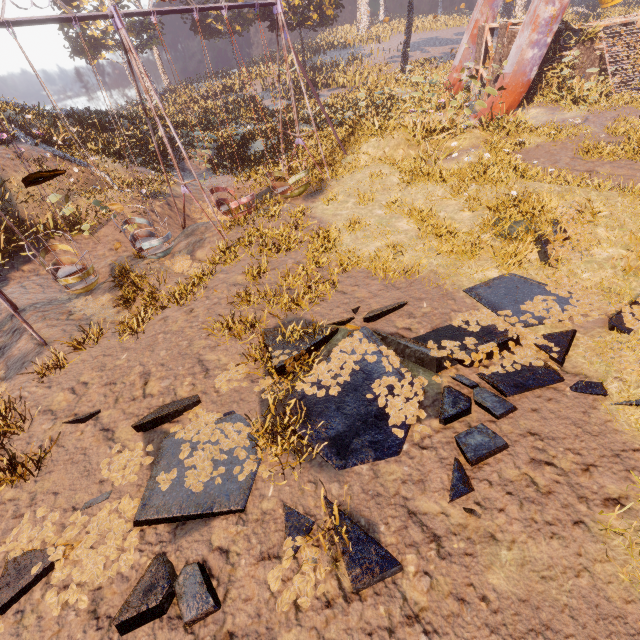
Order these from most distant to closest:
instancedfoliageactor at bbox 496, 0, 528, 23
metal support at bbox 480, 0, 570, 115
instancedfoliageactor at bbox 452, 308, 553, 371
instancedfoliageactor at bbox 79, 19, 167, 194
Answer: instancedfoliageactor at bbox 496, 0, 528, 23, instancedfoliageactor at bbox 79, 19, 167, 194, metal support at bbox 480, 0, 570, 115, instancedfoliageactor at bbox 452, 308, 553, 371

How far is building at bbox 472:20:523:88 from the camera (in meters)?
17.44

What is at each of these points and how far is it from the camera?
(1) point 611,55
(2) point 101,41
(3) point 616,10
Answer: (1) building, 17.28m
(2) instancedfoliageactor, 33.75m
(3) instancedfoliageactor, 40.34m

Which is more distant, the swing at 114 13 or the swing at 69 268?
the swing at 69 268

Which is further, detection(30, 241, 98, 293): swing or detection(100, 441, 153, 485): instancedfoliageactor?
detection(30, 241, 98, 293): swing

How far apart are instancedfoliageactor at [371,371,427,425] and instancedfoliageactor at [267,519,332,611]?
1.91m

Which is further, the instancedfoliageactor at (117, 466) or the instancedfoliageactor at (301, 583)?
the instancedfoliageactor at (117, 466)

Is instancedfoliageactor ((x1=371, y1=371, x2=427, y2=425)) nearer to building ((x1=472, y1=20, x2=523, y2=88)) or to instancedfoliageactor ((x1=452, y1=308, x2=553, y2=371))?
instancedfoliageactor ((x1=452, y1=308, x2=553, y2=371))
